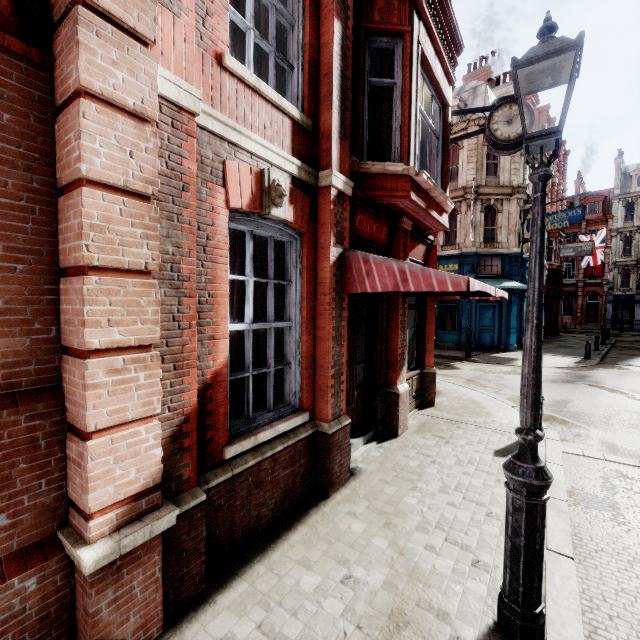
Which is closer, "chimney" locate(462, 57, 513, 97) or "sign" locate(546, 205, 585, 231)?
"sign" locate(546, 205, 585, 231)

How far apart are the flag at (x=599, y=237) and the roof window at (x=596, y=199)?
17.4m

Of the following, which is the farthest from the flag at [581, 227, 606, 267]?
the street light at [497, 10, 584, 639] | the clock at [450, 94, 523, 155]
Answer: the street light at [497, 10, 584, 639]

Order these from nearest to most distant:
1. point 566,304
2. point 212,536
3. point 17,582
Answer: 1. point 17,582
2. point 212,536
3. point 566,304

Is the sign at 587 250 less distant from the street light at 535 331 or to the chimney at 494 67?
the chimney at 494 67

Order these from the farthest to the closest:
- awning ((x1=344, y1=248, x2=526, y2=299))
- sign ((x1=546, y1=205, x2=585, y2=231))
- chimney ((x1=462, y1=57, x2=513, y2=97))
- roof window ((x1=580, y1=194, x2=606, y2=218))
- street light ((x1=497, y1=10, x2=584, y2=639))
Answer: → roof window ((x1=580, y1=194, x2=606, y2=218)), chimney ((x1=462, y1=57, x2=513, y2=97)), sign ((x1=546, y1=205, x2=585, y2=231)), awning ((x1=344, y1=248, x2=526, y2=299)), street light ((x1=497, y1=10, x2=584, y2=639))

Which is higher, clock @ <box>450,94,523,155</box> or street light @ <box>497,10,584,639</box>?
clock @ <box>450,94,523,155</box>

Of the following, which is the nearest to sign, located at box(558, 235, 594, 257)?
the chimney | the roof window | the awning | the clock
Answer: the clock
